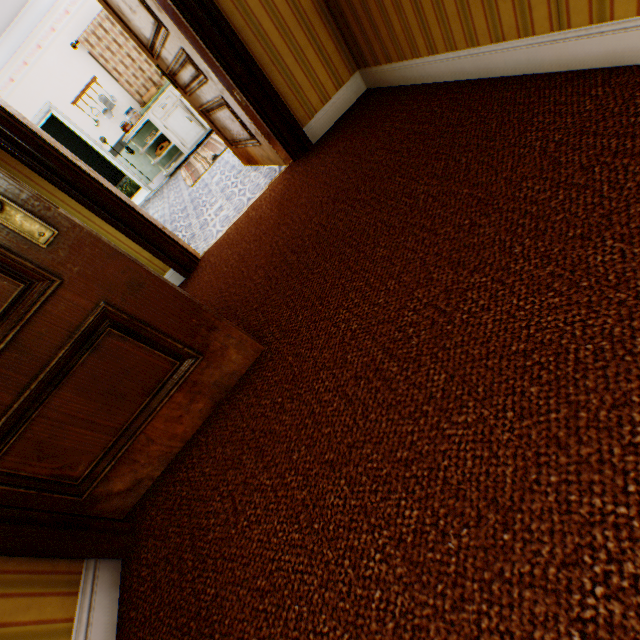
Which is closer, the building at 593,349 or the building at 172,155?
the building at 593,349

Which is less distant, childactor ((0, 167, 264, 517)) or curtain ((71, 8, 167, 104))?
childactor ((0, 167, 264, 517))

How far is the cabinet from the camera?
6.4m

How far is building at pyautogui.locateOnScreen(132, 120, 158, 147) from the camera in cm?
706

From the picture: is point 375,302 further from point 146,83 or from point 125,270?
point 146,83

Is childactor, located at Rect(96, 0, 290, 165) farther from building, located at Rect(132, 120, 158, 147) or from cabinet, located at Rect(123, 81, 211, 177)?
cabinet, located at Rect(123, 81, 211, 177)

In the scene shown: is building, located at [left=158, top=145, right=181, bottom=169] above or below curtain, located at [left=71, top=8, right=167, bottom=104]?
below

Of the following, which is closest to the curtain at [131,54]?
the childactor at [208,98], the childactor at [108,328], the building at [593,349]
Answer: the building at [593,349]
